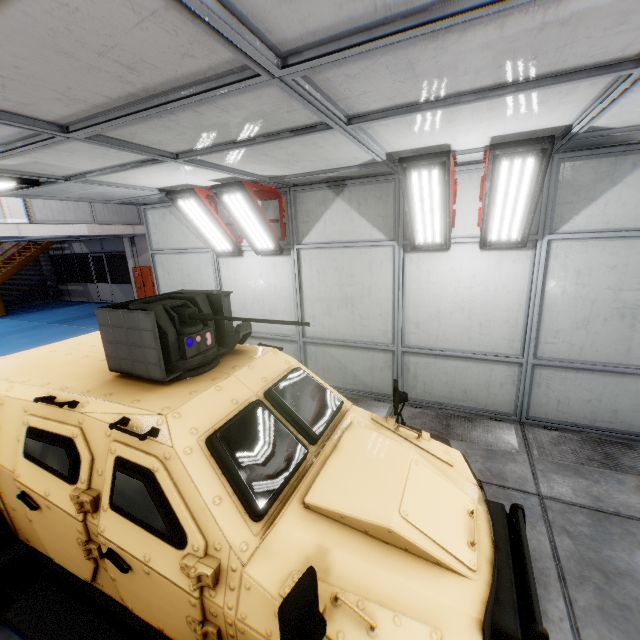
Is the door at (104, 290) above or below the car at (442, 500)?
below

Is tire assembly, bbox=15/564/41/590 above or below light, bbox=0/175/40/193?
below

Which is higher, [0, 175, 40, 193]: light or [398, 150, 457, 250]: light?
[0, 175, 40, 193]: light

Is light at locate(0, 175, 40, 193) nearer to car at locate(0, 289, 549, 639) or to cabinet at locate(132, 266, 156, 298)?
car at locate(0, 289, 549, 639)

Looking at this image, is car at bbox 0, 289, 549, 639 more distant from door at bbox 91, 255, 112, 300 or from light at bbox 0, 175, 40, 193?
door at bbox 91, 255, 112, 300

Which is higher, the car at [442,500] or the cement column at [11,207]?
the cement column at [11,207]

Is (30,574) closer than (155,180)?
Yes

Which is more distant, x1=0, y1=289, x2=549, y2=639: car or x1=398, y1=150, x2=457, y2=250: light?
x1=398, y1=150, x2=457, y2=250: light
